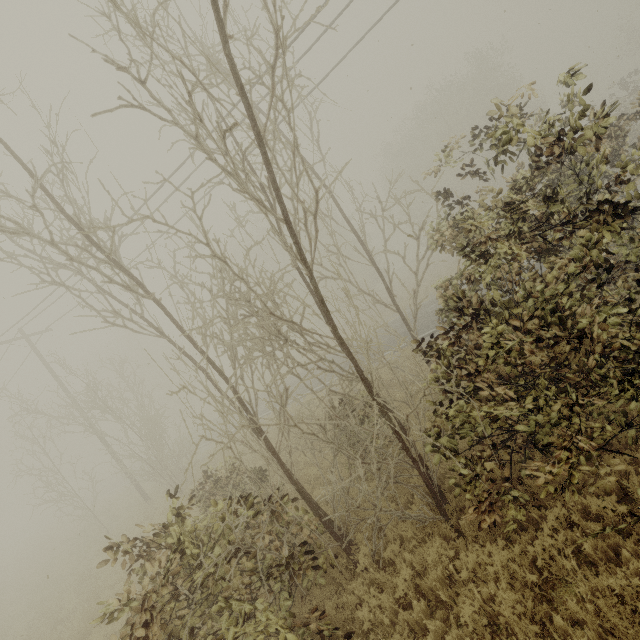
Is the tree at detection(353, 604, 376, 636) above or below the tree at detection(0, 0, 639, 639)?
below

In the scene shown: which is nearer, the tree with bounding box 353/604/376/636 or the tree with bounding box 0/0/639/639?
the tree with bounding box 0/0/639/639

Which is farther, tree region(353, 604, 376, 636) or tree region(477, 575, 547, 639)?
tree region(353, 604, 376, 636)

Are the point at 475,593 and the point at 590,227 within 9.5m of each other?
yes

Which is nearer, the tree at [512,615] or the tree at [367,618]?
the tree at [512,615]

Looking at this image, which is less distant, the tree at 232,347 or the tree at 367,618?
the tree at 232,347
